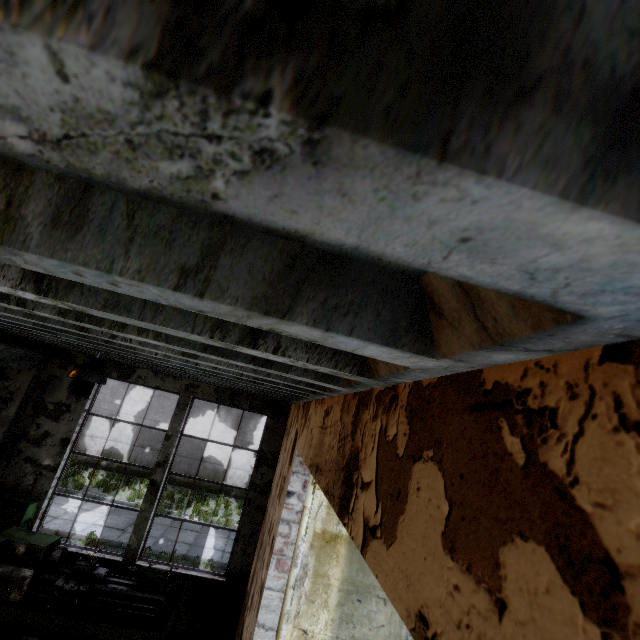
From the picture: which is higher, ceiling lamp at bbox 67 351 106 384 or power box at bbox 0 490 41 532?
ceiling lamp at bbox 67 351 106 384

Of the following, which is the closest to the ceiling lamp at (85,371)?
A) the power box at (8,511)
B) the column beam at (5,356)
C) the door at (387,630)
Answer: the column beam at (5,356)

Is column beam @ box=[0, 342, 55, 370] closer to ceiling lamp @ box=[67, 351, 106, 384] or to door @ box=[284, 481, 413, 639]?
ceiling lamp @ box=[67, 351, 106, 384]

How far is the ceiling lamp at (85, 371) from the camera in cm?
382

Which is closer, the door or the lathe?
the door

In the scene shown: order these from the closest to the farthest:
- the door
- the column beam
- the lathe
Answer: the door, the lathe, the column beam

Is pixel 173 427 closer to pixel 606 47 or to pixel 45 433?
pixel 45 433

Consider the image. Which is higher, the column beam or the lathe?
the column beam
